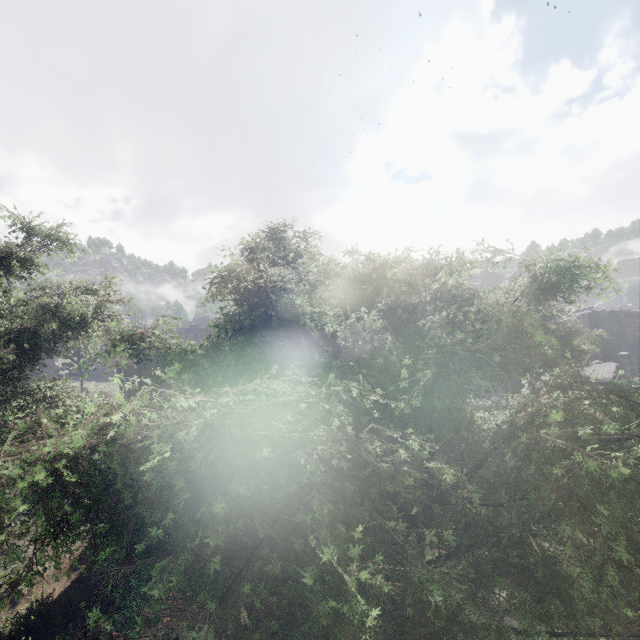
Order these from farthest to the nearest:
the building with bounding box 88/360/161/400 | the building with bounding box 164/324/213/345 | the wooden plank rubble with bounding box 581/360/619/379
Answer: the building with bounding box 164/324/213/345, the wooden plank rubble with bounding box 581/360/619/379, the building with bounding box 88/360/161/400

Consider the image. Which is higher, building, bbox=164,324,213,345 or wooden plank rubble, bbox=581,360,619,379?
building, bbox=164,324,213,345

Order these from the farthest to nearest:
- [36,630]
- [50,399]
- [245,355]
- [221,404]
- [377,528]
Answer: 1. [245,355]
2. [50,399]
3. [36,630]
4. [377,528]
5. [221,404]

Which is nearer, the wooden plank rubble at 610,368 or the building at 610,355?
the wooden plank rubble at 610,368

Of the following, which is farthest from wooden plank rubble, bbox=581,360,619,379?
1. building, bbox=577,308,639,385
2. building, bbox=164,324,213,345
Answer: building, bbox=164,324,213,345

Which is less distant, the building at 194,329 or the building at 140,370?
the building at 140,370

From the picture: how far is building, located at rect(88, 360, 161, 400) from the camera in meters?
14.5 m
